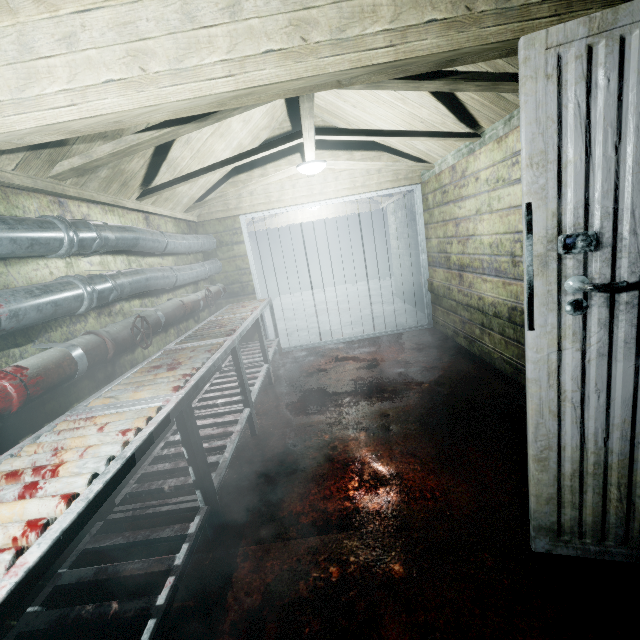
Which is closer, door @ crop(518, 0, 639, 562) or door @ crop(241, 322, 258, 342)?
door @ crop(518, 0, 639, 562)

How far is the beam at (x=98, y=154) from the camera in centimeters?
181cm

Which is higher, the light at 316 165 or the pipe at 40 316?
the light at 316 165

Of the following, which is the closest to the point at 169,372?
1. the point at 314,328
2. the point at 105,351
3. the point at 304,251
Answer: the point at 105,351

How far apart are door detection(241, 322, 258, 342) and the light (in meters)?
1.08

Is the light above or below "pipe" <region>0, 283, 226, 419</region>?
above

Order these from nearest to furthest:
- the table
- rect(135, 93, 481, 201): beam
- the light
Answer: the table < rect(135, 93, 481, 201): beam < the light

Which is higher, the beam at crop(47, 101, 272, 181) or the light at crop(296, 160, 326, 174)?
the light at crop(296, 160, 326, 174)
